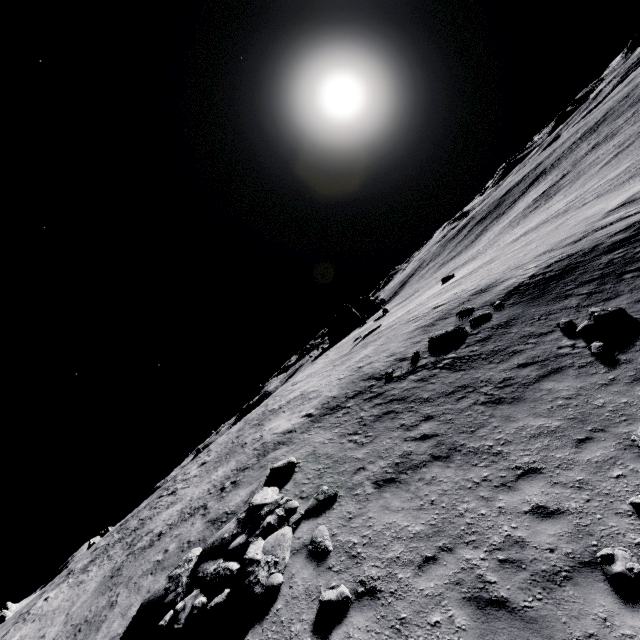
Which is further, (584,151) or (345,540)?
(584,151)

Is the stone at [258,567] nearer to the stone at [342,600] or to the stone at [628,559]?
the stone at [342,600]

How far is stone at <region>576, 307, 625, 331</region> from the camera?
10.0m

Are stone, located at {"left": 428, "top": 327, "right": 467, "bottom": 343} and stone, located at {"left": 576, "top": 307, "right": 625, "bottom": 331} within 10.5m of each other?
yes

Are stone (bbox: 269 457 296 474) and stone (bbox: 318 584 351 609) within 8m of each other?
yes

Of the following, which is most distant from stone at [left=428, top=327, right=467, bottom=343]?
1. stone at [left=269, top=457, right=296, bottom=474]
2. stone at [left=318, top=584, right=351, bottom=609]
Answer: stone at [left=318, top=584, right=351, bottom=609]

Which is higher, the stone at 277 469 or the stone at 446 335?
the stone at 277 469

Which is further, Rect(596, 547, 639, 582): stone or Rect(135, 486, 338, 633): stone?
Rect(135, 486, 338, 633): stone
